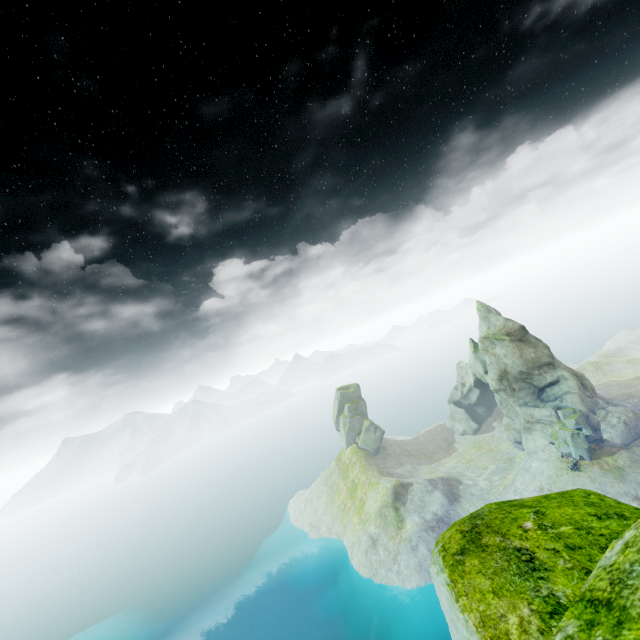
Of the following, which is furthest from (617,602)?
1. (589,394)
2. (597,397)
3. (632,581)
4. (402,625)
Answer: (597,397)

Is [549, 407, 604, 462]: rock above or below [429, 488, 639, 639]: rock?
below

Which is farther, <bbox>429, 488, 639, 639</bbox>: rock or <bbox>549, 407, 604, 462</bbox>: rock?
<bbox>549, 407, 604, 462</bbox>: rock

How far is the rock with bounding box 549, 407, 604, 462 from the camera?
49.34m

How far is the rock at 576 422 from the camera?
49.3m

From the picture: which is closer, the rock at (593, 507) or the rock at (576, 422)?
the rock at (593, 507)
